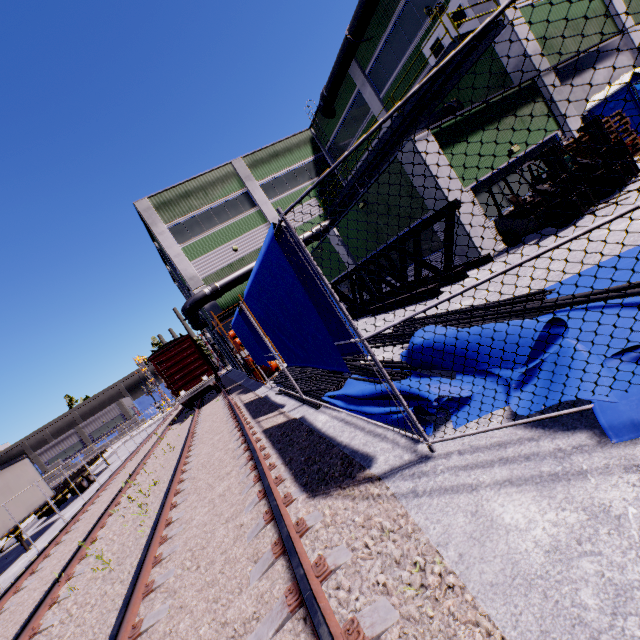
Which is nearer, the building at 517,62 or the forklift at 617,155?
the forklift at 617,155

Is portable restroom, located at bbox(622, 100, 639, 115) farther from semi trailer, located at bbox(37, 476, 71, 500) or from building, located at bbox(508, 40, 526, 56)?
semi trailer, located at bbox(37, 476, 71, 500)

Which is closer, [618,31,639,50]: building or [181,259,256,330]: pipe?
[618,31,639,50]: building

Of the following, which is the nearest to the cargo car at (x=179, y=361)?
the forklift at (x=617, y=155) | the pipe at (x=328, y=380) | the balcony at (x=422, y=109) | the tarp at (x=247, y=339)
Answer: the pipe at (x=328, y=380)

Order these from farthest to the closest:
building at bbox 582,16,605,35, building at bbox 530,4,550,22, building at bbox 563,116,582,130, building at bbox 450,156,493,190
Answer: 1. building at bbox 582,16,605,35
2. building at bbox 530,4,550,22
3. building at bbox 563,116,582,130
4. building at bbox 450,156,493,190

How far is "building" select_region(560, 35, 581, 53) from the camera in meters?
14.9

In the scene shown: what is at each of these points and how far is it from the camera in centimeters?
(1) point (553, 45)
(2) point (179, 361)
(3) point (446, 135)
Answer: (1) building, 1468cm
(2) cargo car, 2281cm
(3) building, 1201cm
